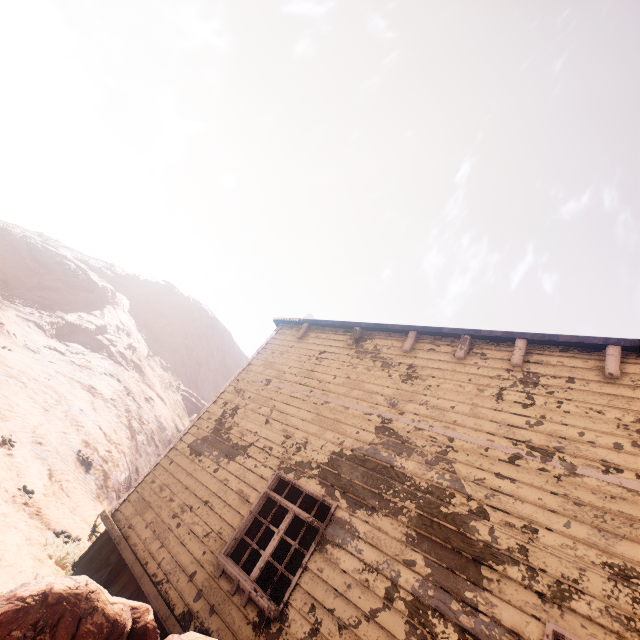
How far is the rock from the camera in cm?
→ 3144

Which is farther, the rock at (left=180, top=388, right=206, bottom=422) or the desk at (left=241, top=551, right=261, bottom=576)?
the rock at (left=180, top=388, right=206, bottom=422)

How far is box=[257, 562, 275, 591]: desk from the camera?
6.87m

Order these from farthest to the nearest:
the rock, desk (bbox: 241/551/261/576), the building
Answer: the rock → desk (bbox: 241/551/261/576) → the building

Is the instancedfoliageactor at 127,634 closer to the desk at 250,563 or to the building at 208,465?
the building at 208,465

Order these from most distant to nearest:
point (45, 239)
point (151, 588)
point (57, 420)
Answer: point (45, 239) → point (57, 420) → point (151, 588)

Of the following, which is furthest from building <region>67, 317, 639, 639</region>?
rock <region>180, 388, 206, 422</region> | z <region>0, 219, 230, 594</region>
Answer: rock <region>180, 388, 206, 422</region>

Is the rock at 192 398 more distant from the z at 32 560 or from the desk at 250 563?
the desk at 250 563
